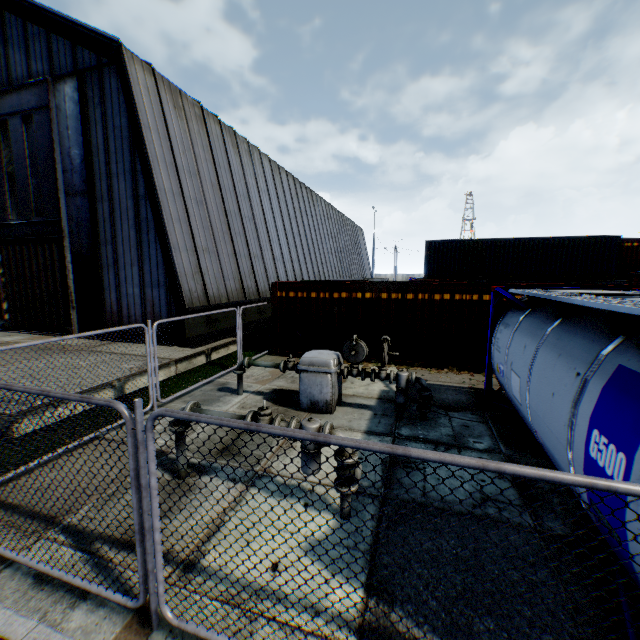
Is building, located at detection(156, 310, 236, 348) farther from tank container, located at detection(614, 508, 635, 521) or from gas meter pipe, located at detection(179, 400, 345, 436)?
tank container, located at detection(614, 508, 635, 521)

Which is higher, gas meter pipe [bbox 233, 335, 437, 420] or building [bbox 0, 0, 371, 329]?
building [bbox 0, 0, 371, 329]

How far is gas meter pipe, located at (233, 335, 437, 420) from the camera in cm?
727

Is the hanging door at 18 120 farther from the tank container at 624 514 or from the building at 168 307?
the tank container at 624 514

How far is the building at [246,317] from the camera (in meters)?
15.98

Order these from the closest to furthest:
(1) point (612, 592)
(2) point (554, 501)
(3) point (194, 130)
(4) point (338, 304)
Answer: (1) point (612, 592) → (2) point (554, 501) → (4) point (338, 304) → (3) point (194, 130)

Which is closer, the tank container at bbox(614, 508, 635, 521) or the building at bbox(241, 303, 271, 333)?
the tank container at bbox(614, 508, 635, 521)
